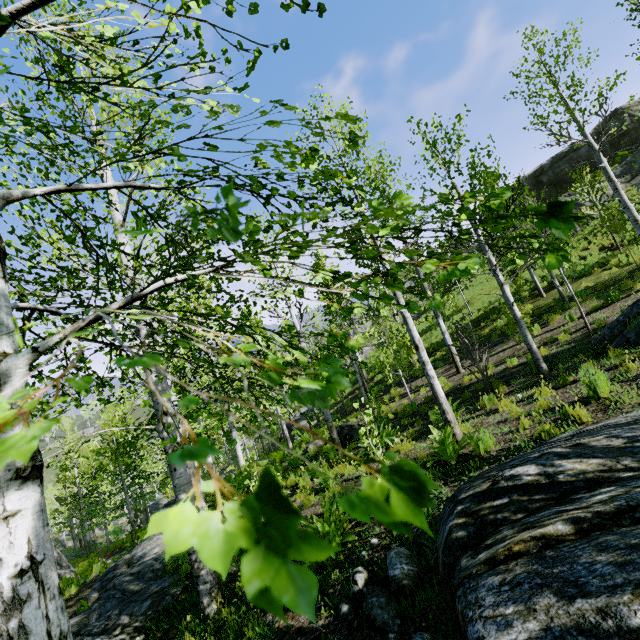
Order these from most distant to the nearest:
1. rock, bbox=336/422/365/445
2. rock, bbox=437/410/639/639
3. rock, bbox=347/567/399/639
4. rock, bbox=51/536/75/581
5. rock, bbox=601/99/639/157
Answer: rock, bbox=601/99/639/157
rock, bbox=51/536/75/581
rock, bbox=336/422/365/445
rock, bbox=347/567/399/639
rock, bbox=437/410/639/639

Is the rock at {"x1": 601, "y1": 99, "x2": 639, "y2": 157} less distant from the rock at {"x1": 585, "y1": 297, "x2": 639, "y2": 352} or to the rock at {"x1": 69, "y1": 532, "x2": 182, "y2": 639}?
the rock at {"x1": 585, "y1": 297, "x2": 639, "y2": 352}

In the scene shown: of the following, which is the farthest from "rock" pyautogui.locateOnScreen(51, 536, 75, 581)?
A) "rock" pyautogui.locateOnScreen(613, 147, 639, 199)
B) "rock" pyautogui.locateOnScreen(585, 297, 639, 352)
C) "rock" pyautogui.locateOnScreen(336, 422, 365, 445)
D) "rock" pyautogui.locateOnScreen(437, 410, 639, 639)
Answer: "rock" pyautogui.locateOnScreen(613, 147, 639, 199)

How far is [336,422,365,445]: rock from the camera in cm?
1189

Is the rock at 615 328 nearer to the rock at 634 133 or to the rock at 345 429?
the rock at 345 429

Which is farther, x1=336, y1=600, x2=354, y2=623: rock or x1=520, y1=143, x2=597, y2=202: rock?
x1=520, y1=143, x2=597, y2=202: rock

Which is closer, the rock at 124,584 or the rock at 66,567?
the rock at 124,584

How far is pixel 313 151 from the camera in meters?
1.7 m
